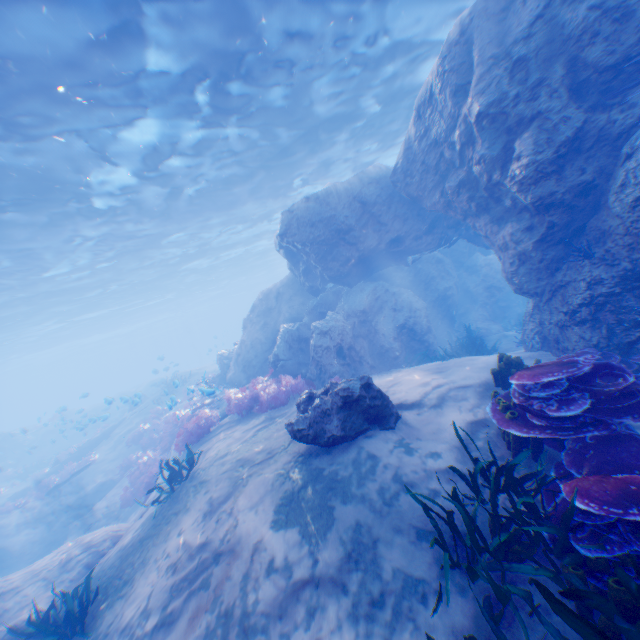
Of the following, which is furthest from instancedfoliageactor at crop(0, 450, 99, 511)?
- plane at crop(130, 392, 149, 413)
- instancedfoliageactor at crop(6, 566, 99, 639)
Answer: instancedfoliageactor at crop(6, 566, 99, 639)

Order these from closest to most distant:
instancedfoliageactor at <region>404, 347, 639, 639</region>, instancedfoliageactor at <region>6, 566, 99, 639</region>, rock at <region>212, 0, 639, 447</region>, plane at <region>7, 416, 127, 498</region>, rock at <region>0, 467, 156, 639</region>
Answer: instancedfoliageactor at <region>404, 347, 639, 639</region>, instancedfoliageactor at <region>6, 566, 99, 639</region>, rock at <region>212, 0, 639, 447</region>, rock at <region>0, 467, 156, 639</region>, plane at <region>7, 416, 127, 498</region>

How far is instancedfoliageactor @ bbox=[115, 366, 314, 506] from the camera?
8.8m

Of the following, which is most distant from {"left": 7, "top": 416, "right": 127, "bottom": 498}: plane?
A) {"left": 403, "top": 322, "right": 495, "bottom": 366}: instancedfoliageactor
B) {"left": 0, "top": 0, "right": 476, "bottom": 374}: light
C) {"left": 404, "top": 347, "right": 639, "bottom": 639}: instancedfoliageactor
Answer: {"left": 404, "top": 347, "right": 639, "bottom": 639}: instancedfoliageactor

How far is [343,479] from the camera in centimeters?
518cm

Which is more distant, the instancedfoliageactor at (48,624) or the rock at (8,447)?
the rock at (8,447)

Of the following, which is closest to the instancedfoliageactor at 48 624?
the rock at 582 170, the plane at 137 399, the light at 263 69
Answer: the rock at 582 170

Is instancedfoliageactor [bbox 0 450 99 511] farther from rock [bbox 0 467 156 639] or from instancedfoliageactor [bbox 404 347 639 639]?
instancedfoliageactor [bbox 404 347 639 639]
